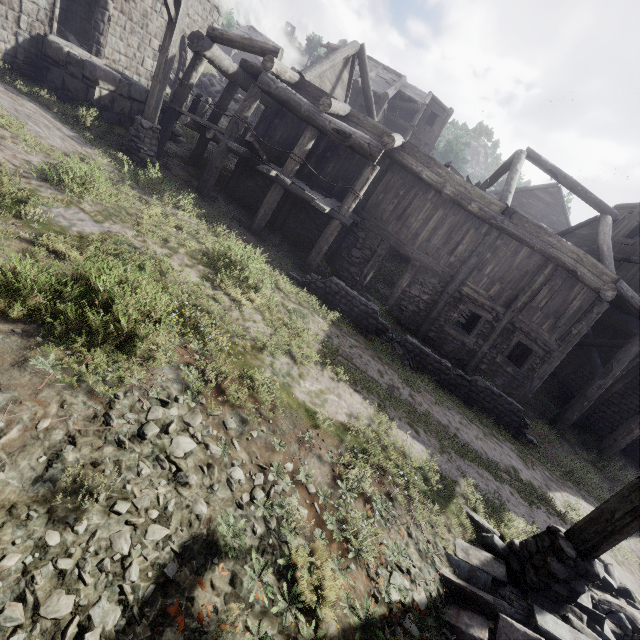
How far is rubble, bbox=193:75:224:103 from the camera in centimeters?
2357cm

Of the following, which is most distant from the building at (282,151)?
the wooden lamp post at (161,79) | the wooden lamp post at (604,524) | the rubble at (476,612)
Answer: the wooden lamp post at (604,524)

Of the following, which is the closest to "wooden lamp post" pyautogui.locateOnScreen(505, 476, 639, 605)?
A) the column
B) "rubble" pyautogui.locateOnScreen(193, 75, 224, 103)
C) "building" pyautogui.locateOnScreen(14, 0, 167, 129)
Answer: "building" pyautogui.locateOnScreen(14, 0, 167, 129)

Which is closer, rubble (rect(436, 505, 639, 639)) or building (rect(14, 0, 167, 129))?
rubble (rect(436, 505, 639, 639))

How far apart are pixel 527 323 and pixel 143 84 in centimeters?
1980cm

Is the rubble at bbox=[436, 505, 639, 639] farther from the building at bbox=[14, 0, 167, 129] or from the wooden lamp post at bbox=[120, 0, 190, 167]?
the wooden lamp post at bbox=[120, 0, 190, 167]

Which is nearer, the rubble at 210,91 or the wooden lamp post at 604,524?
the wooden lamp post at 604,524
